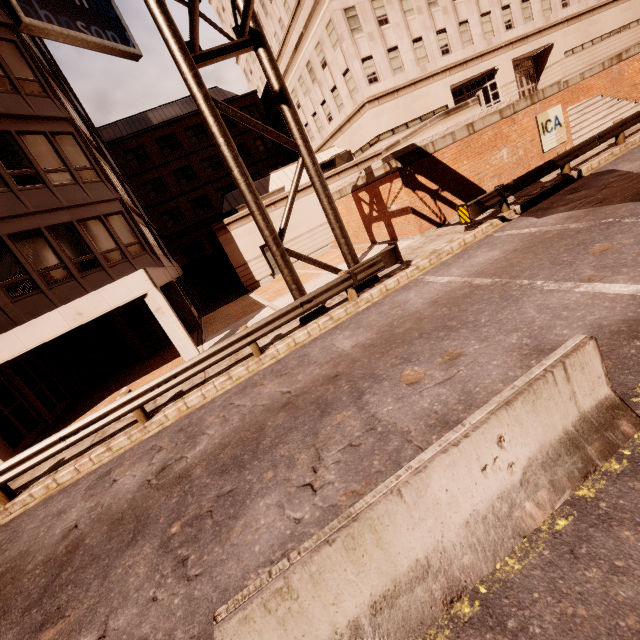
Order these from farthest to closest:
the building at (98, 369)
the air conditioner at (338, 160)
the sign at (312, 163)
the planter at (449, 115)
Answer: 1. the air conditioner at (338, 160)
2. the planter at (449, 115)
3. the building at (98, 369)
4. the sign at (312, 163)

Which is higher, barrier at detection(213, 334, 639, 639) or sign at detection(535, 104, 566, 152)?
sign at detection(535, 104, 566, 152)

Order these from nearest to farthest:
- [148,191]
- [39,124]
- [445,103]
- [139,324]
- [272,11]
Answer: [39,124] < [139,324] < [445,103] < [272,11] < [148,191]

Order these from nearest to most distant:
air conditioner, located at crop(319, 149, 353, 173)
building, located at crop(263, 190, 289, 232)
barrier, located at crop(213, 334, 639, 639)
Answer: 1. barrier, located at crop(213, 334, 639, 639)
2. building, located at crop(263, 190, 289, 232)
3. air conditioner, located at crop(319, 149, 353, 173)

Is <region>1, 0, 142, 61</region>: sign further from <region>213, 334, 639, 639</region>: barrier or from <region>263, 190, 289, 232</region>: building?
<region>213, 334, 639, 639</region>: barrier

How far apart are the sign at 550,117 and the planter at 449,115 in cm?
255

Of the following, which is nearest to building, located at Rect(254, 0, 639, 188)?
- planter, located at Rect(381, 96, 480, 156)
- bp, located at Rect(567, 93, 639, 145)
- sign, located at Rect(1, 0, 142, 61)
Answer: planter, located at Rect(381, 96, 480, 156)

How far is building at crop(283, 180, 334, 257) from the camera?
22.66m
